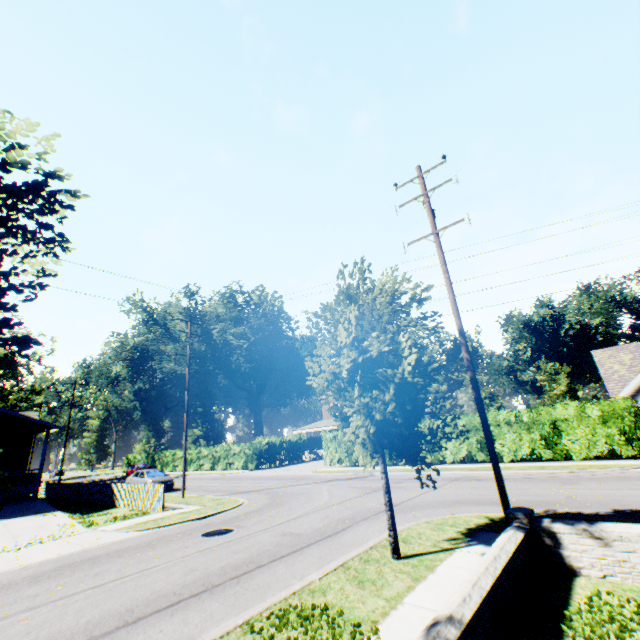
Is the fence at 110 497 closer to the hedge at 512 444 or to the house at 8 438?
the house at 8 438

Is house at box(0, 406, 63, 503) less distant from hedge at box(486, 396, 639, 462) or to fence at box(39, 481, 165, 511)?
fence at box(39, 481, 165, 511)

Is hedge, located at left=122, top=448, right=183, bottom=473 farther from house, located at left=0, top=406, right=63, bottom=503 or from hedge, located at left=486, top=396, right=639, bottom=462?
house, located at left=0, top=406, right=63, bottom=503

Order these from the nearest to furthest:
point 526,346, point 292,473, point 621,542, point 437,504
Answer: point 621,542, point 437,504, point 292,473, point 526,346

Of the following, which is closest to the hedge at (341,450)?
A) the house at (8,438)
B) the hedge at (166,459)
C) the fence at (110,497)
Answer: the hedge at (166,459)

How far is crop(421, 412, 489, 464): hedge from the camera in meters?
21.3 m

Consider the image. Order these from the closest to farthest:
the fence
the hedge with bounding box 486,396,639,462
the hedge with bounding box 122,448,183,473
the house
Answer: the fence
the hedge with bounding box 486,396,639,462
the house
the hedge with bounding box 122,448,183,473

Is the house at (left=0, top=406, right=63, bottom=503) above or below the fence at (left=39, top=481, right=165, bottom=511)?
above
